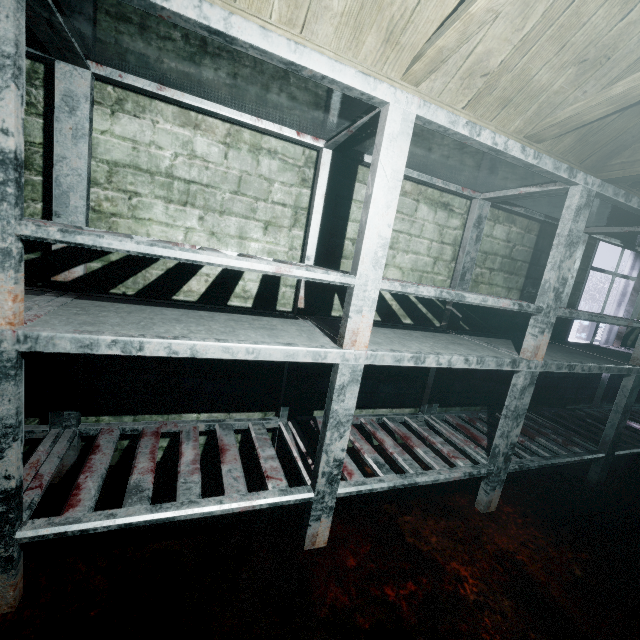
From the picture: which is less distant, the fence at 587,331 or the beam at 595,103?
the beam at 595,103

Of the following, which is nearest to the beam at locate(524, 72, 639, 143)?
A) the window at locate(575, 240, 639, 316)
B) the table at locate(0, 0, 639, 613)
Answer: the table at locate(0, 0, 639, 613)

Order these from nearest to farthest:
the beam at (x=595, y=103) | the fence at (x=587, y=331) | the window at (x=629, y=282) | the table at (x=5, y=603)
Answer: the table at (x=5, y=603) < the beam at (x=595, y=103) < the window at (x=629, y=282) < the fence at (x=587, y=331)

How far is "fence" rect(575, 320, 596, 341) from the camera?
12.6 meters

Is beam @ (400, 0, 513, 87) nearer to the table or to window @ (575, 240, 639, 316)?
the table

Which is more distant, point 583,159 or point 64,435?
point 583,159

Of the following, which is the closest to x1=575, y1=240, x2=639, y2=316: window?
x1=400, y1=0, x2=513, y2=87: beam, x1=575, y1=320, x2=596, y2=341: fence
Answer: x1=400, y1=0, x2=513, y2=87: beam

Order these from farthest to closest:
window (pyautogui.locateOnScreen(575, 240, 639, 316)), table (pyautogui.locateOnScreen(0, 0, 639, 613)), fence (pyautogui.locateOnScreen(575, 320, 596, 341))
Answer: fence (pyautogui.locateOnScreen(575, 320, 596, 341)) < window (pyautogui.locateOnScreen(575, 240, 639, 316)) < table (pyautogui.locateOnScreen(0, 0, 639, 613))
